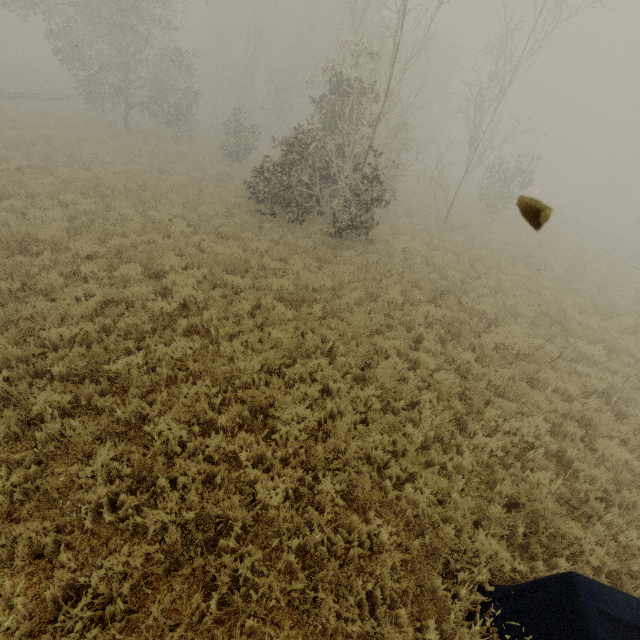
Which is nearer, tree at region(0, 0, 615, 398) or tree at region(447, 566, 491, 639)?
tree at region(447, 566, 491, 639)

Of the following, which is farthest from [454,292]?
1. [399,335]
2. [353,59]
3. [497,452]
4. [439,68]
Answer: [439,68]

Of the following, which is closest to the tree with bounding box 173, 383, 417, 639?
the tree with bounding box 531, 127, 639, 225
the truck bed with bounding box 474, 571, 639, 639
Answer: the truck bed with bounding box 474, 571, 639, 639

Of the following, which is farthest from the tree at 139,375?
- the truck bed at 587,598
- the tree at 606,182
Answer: the tree at 606,182

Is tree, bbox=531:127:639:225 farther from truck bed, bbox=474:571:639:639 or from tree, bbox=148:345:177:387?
truck bed, bbox=474:571:639:639

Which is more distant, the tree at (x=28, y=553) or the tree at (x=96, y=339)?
the tree at (x=96, y=339)

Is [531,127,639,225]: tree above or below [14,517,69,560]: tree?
above
